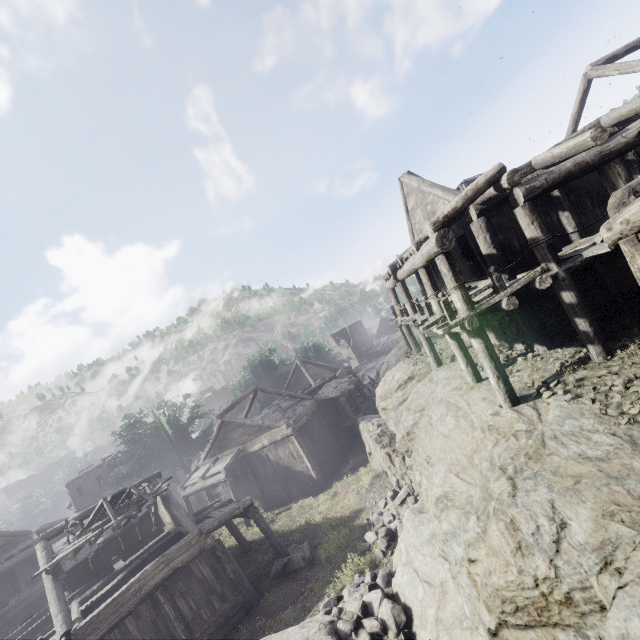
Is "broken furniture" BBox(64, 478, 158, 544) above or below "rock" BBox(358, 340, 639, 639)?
above

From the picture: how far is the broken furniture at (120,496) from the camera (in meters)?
13.85

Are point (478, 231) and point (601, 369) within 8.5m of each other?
yes

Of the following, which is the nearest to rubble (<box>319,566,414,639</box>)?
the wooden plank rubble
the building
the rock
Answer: the rock

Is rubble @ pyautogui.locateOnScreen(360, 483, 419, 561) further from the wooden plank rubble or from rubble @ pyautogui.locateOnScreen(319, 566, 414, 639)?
the wooden plank rubble

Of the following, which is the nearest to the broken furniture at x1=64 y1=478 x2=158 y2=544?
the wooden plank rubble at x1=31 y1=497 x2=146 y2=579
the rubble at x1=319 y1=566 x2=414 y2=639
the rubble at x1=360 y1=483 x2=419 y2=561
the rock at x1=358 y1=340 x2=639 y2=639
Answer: the wooden plank rubble at x1=31 y1=497 x2=146 y2=579

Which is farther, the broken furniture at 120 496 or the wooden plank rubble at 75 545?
the broken furniture at 120 496

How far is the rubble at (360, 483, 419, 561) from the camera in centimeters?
1225cm
